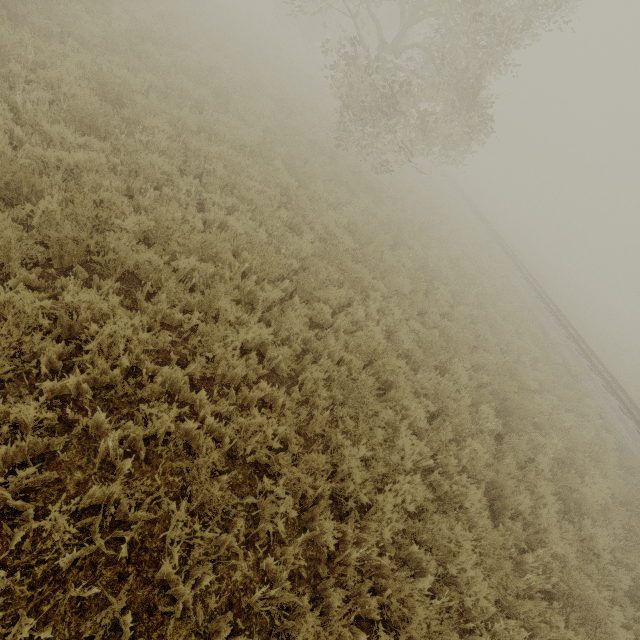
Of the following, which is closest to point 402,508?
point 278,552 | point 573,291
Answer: point 278,552
